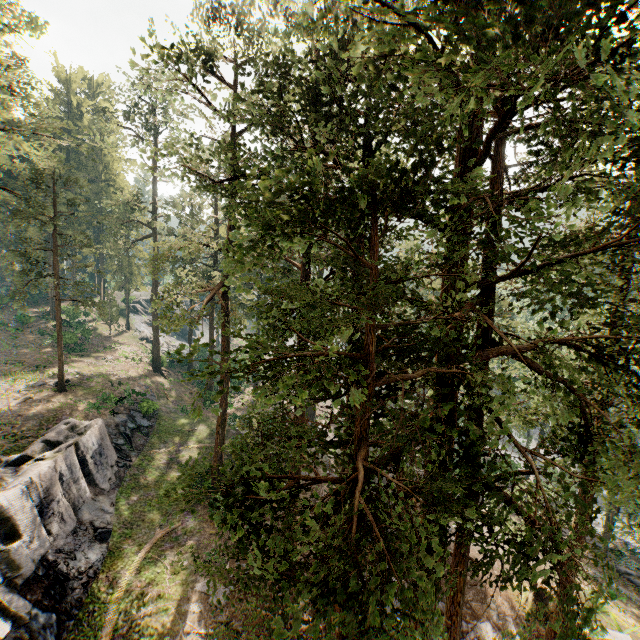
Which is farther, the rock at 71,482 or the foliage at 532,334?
the rock at 71,482

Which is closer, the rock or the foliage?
the foliage

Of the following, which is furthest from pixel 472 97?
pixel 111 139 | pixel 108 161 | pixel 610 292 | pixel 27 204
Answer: pixel 108 161

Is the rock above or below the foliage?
below

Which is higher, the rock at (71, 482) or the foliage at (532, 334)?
the foliage at (532, 334)
